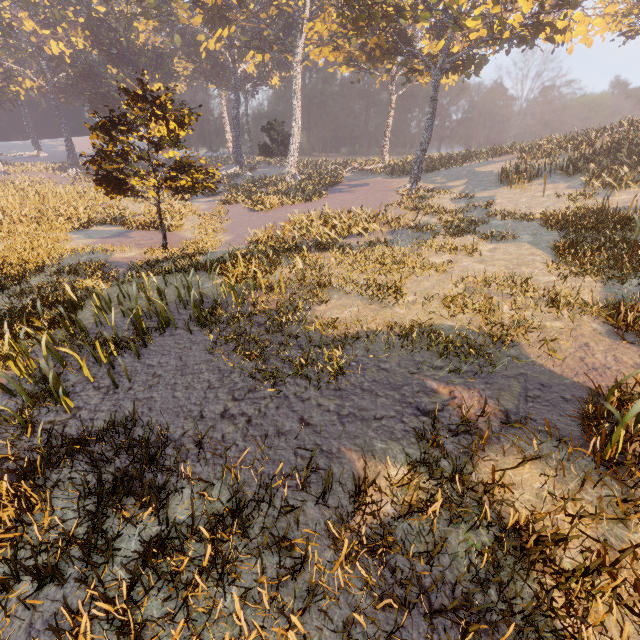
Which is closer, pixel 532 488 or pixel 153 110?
pixel 532 488
